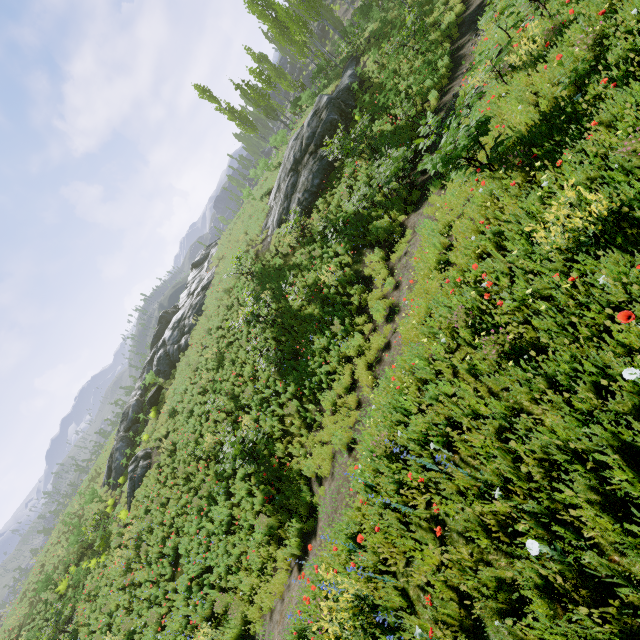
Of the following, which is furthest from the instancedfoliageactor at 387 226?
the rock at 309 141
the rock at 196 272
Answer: the rock at 196 272

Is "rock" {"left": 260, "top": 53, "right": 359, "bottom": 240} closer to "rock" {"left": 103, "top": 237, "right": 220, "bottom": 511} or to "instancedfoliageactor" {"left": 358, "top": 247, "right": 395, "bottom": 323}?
"instancedfoliageactor" {"left": 358, "top": 247, "right": 395, "bottom": 323}

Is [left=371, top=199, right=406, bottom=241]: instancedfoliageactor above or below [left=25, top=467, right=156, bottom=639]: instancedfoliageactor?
below

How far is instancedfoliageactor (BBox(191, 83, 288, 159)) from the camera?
28.2m

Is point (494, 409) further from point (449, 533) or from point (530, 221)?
point (530, 221)

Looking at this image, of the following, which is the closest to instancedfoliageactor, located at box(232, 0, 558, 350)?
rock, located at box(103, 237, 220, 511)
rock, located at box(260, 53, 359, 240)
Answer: rock, located at box(260, 53, 359, 240)
